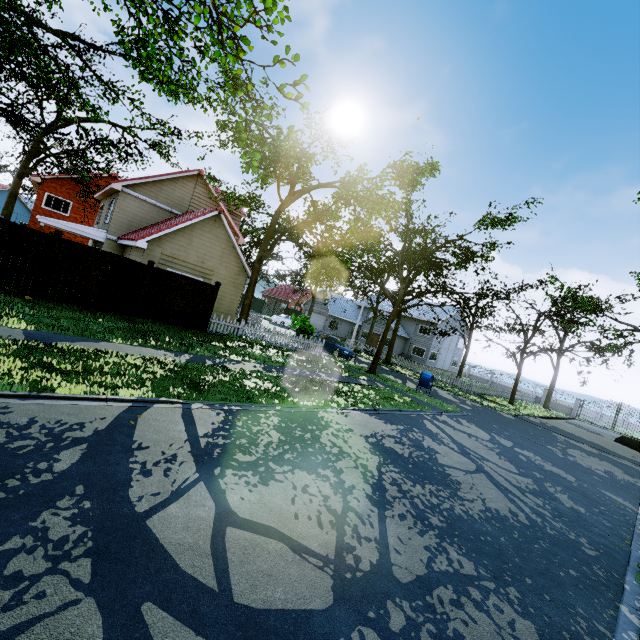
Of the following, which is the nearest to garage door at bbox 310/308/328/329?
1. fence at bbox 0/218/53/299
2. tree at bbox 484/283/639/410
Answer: fence at bbox 0/218/53/299

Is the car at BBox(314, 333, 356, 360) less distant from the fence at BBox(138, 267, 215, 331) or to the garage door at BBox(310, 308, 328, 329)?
the fence at BBox(138, 267, 215, 331)

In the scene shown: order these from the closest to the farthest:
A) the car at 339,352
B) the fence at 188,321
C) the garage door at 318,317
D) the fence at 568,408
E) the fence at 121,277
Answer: the fence at 121,277 → the fence at 188,321 → the car at 339,352 → the fence at 568,408 → the garage door at 318,317

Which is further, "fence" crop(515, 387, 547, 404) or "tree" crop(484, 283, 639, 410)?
"fence" crop(515, 387, 547, 404)

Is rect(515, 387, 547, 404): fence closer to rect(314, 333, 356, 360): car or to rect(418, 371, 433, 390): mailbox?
rect(314, 333, 356, 360): car

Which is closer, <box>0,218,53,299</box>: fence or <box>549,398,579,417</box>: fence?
<box>0,218,53,299</box>: fence

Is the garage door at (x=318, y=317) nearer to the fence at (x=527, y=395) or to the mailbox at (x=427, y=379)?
the fence at (x=527, y=395)

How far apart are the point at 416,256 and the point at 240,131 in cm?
2624
